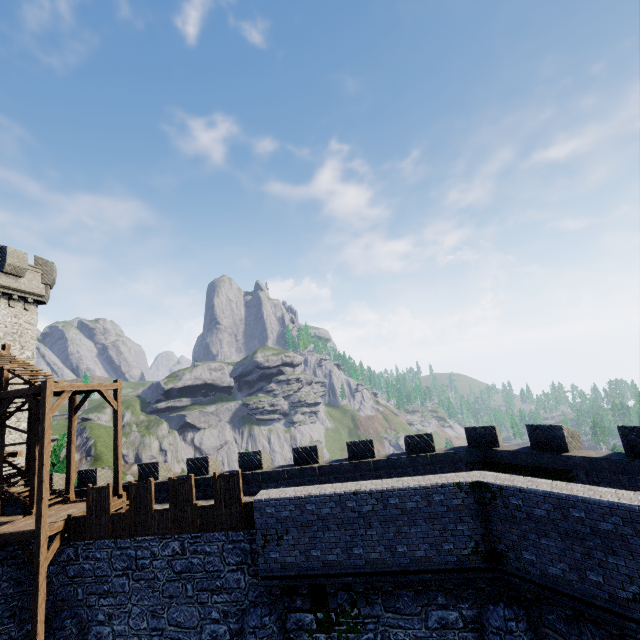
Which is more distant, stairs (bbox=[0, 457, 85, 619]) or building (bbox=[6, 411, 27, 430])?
building (bbox=[6, 411, 27, 430])

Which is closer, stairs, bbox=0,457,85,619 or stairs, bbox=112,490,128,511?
stairs, bbox=0,457,85,619

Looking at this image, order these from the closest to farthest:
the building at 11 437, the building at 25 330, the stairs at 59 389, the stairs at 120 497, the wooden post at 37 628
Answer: the wooden post at 37 628
the stairs at 59 389
the stairs at 120 497
the building at 11 437
the building at 25 330

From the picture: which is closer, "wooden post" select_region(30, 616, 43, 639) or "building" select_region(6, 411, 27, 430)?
"wooden post" select_region(30, 616, 43, 639)

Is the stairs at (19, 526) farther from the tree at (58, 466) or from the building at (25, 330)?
the tree at (58, 466)

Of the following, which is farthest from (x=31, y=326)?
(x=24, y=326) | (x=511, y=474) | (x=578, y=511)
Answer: (x=578, y=511)

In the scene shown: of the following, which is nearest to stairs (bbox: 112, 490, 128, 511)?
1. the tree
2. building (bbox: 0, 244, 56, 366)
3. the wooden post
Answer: the wooden post
